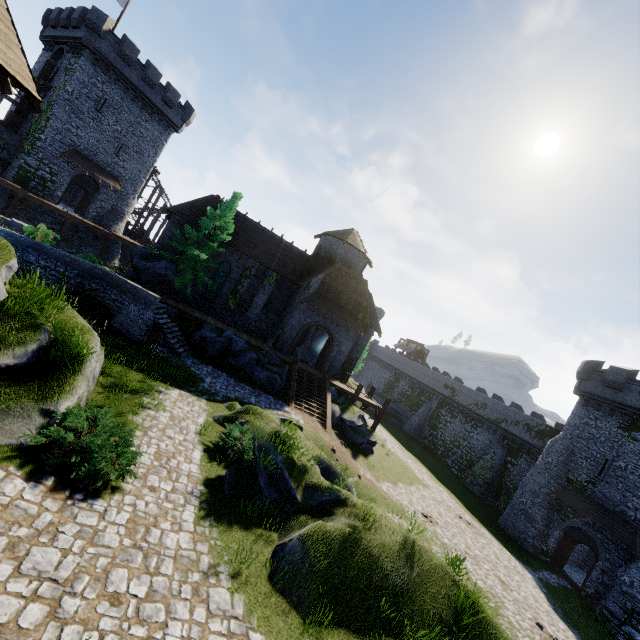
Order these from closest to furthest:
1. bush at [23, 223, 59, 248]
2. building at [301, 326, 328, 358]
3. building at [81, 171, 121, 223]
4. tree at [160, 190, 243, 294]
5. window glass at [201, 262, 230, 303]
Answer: bush at [23, 223, 59, 248], tree at [160, 190, 243, 294], window glass at [201, 262, 230, 303], building at [81, 171, 121, 223], building at [301, 326, 328, 358]

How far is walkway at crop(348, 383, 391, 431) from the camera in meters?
26.5 m

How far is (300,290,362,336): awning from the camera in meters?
26.5

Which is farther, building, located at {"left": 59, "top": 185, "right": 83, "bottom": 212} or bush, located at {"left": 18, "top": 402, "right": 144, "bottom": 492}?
building, located at {"left": 59, "top": 185, "right": 83, "bottom": 212}

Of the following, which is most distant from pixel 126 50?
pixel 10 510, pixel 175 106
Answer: pixel 10 510

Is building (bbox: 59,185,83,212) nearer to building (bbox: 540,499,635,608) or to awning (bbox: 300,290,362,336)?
awning (bbox: 300,290,362,336)

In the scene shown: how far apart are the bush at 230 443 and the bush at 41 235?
13.95m

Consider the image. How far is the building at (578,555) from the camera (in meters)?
26.84
